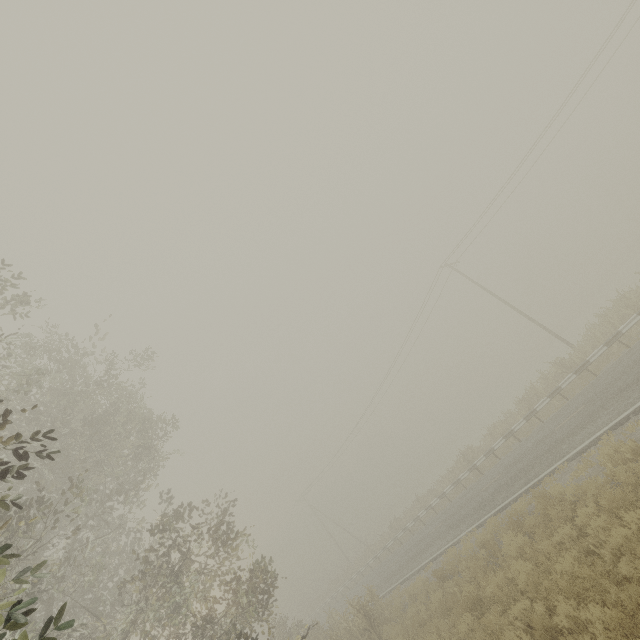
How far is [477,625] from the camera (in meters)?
8.14
